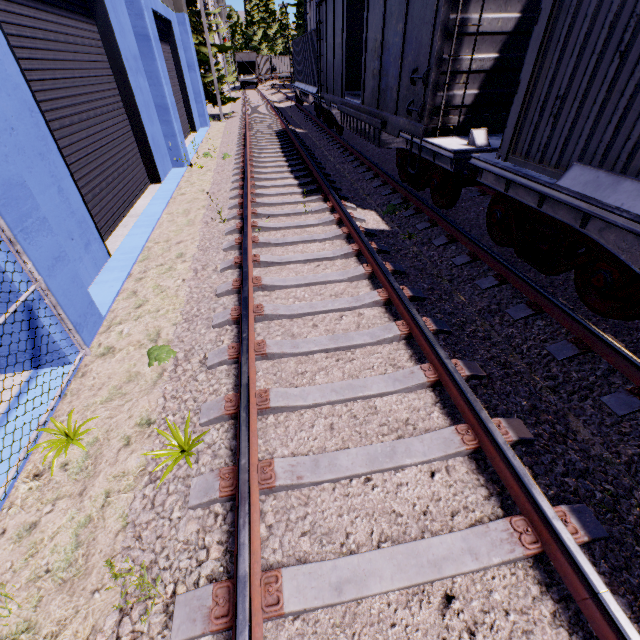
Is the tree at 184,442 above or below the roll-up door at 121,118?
below

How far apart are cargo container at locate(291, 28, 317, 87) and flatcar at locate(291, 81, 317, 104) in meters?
0.0 m

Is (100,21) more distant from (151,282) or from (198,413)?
(198,413)

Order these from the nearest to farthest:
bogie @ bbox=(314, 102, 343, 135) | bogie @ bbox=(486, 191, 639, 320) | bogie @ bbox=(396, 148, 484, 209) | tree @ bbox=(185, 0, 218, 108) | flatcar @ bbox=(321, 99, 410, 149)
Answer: bogie @ bbox=(486, 191, 639, 320) < bogie @ bbox=(396, 148, 484, 209) < flatcar @ bbox=(321, 99, 410, 149) < bogie @ bbox=(314, 102, 343, 135) < tree @ bbox=(185, 0, 218, 108)

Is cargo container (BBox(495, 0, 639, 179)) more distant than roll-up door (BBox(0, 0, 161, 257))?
No

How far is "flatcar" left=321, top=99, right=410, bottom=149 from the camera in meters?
7.6 m

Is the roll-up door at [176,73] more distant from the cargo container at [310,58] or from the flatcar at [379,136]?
the cargo container at [310,58]

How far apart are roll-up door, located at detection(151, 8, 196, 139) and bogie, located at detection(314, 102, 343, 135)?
2.3 meters
